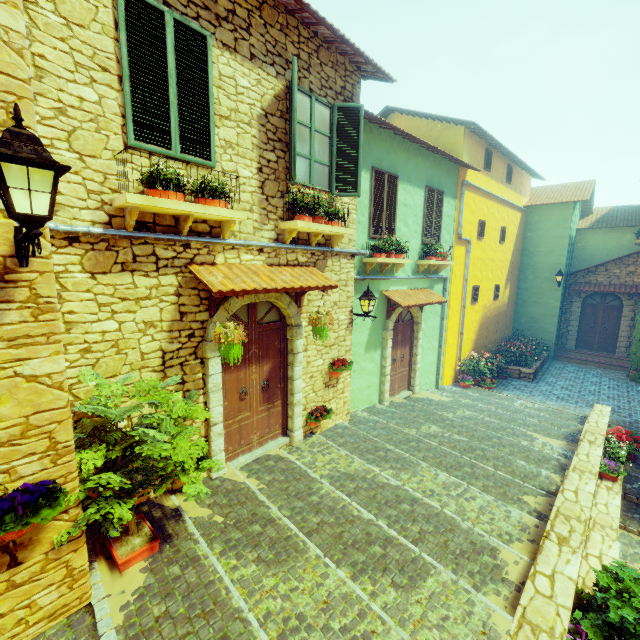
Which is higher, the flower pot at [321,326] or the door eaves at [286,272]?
the door eaves at [286,272]

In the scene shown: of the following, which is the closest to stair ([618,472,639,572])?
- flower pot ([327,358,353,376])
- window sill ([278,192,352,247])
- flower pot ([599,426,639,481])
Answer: flower pot ([599,426,639,481])

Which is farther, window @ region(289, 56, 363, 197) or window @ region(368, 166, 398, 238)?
window @ region(368, 166, 398, 238)

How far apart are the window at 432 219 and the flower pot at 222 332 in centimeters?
709cm

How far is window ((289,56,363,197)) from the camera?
5.3m

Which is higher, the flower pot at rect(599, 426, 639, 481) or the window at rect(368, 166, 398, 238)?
the window at rect(368, 166, 398, 238)

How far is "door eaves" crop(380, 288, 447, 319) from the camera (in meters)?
8.46

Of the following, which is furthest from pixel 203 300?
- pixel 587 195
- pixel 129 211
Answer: pixel 587 195
